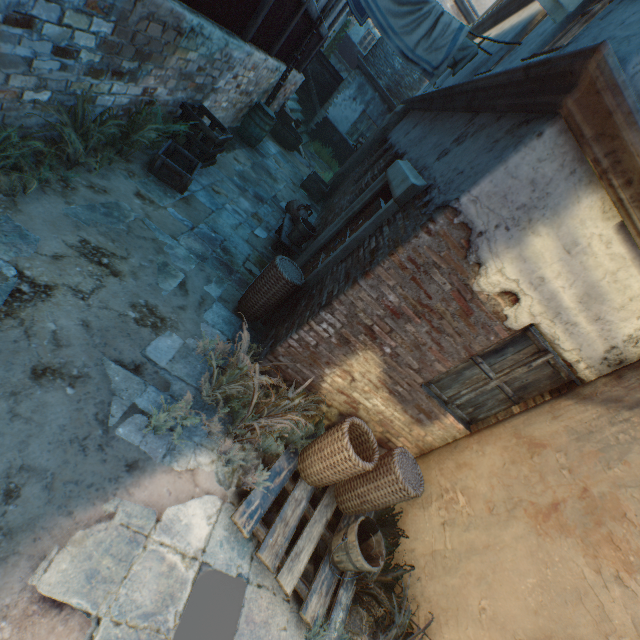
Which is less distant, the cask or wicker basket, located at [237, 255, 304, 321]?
wicker basket, located at [237, 255, 304, 321]

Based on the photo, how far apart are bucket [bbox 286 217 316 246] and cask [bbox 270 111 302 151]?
7.0 meters

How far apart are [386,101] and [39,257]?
16.3 meters

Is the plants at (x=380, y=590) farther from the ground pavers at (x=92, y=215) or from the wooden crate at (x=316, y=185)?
the wooden crate at (x=316, y=185)

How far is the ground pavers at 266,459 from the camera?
3.4 meters

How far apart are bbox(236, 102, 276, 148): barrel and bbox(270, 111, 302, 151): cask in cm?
250

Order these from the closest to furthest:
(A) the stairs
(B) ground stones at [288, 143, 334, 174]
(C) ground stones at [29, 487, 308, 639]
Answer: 1. (C) ground stones at [29, 487, 308, 639]
2. (B) ground stones at [288, 143, 334, 174]
3. (A) the stairs

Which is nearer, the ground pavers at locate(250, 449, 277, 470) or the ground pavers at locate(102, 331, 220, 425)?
the ground pavers at locate(102, 331, 220, 425)
